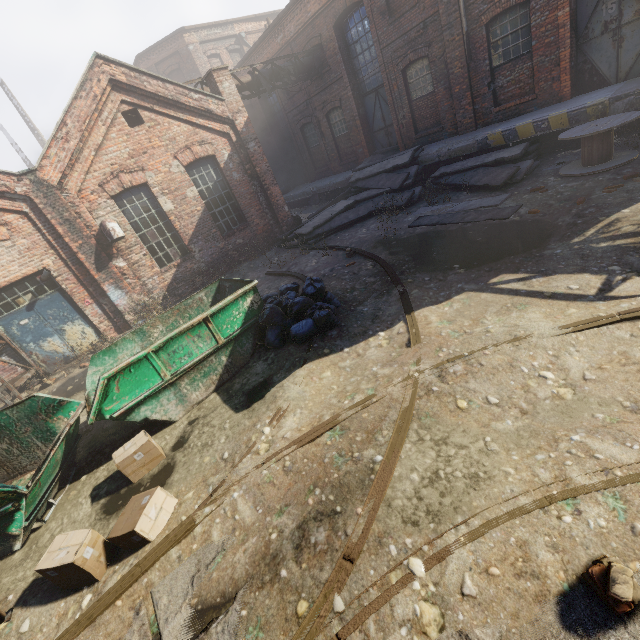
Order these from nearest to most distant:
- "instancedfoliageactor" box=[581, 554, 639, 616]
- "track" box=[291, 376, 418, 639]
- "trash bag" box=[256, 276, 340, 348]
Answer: "instancedfoliageactor" box=[581, 554, 639, 616] < "track" box=[291, 376, 418, 639] < "trash bag" box=[256, 276, 340, 348]

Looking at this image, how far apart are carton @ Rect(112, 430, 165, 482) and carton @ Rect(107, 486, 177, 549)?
0.7m

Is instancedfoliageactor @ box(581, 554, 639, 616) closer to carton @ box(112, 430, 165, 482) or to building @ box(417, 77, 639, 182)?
carton @ box(112, 430, 165, 482)

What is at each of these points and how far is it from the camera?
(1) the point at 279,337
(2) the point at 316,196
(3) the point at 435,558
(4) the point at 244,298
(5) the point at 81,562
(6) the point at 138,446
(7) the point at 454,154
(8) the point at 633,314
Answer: (1) trash bag, 6.32m
(2) building, 19.19m
(3) track, 2.49m
(4) container, 6.21m
(5) carton, 3.44m
(6) carton, 4.67m
(7) building, 11.97m
(8) track, 3.75m

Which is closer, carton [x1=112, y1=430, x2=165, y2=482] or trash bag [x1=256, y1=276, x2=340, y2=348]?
carton [x1=112, y1=430, x2=165, y2=482]

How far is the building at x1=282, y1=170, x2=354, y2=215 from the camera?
17.3m

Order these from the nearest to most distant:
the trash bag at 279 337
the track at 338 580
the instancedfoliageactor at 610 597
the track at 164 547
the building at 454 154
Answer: the instancedfoliageactor at 610 597, the track at 338 580, the track at 164 547, the trash bag at 279 337, the building at 454 154

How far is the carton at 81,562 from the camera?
3.4m
